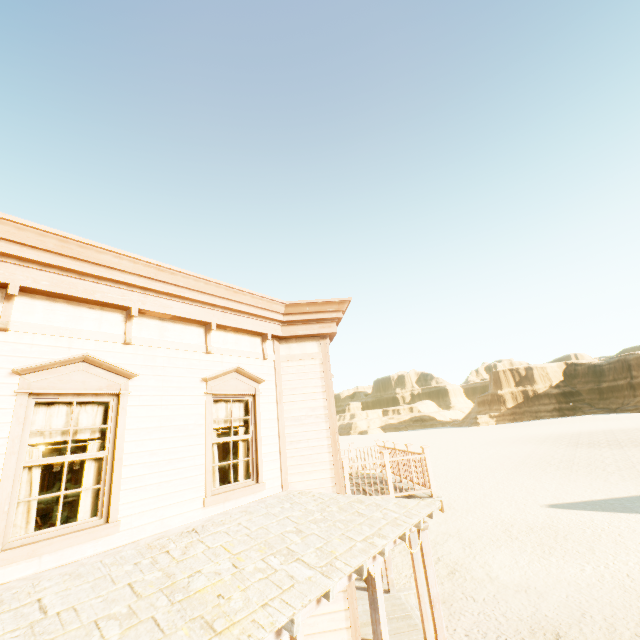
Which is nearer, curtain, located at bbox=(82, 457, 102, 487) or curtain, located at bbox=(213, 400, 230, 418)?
curtain, located at bbox=(82, 457, 102, 487)

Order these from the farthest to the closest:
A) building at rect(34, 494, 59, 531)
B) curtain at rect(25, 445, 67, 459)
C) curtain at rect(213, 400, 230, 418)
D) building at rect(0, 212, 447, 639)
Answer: building at rect(34, 494, 59, 531)
curtain at rect(213, 400, 230, 418)
curtain at rect(25, 445, 67, 459)
building at rect(0, 212, 447, 639)

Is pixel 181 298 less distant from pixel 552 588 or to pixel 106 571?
pixel 106 571

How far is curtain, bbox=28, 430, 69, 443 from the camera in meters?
4.0 m

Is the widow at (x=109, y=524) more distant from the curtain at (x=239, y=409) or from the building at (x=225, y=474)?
Result: the curtain at (x=239, y=409)

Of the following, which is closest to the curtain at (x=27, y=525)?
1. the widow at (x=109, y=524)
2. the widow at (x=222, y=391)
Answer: the widow at (x=109, y=524)

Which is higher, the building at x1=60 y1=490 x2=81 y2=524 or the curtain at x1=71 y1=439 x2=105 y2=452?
the curtain at x1=71 y1=439 x2=105 y2=452
